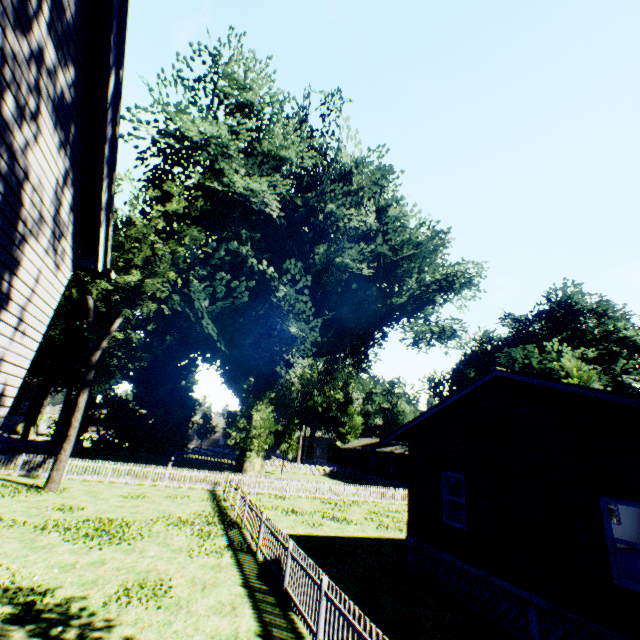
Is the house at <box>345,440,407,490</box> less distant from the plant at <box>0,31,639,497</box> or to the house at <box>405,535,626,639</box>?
the plant at <box>0,31,639,497</box>

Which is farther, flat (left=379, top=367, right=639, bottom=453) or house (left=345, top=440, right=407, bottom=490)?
house (left=345, top=440, right=407, bottom=490)

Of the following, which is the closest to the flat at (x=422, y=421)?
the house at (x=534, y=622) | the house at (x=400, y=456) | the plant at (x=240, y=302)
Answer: the house at (x=534, y=622)

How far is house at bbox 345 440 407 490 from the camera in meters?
39.1 m

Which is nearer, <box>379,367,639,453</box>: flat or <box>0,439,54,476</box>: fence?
<box>379,367,639,453</box>: flat

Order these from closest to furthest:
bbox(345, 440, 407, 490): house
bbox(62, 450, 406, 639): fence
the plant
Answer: bbox(62, 450, 406, 639): fence
the plant
bbox(345, 440, 407, 490): house

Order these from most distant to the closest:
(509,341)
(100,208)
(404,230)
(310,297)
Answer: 1. (509,341)
2. (310,297)
3. (404,230)
4. (100,208)

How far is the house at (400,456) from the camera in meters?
39.1 m
